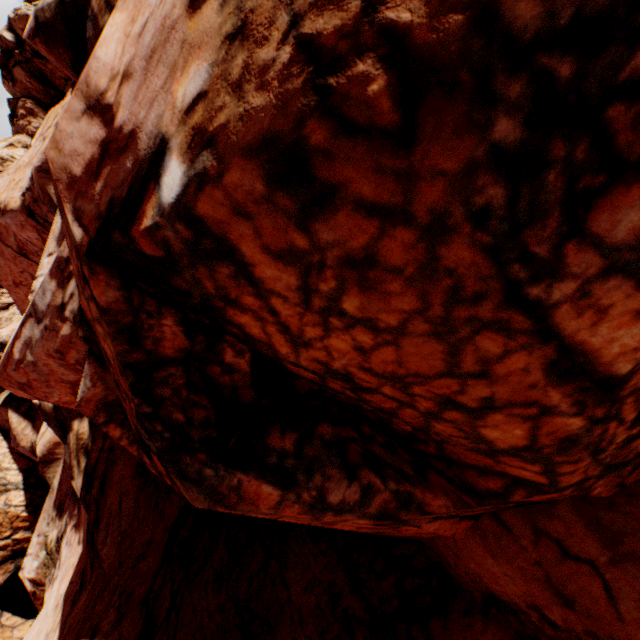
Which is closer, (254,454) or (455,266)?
(455,266)
